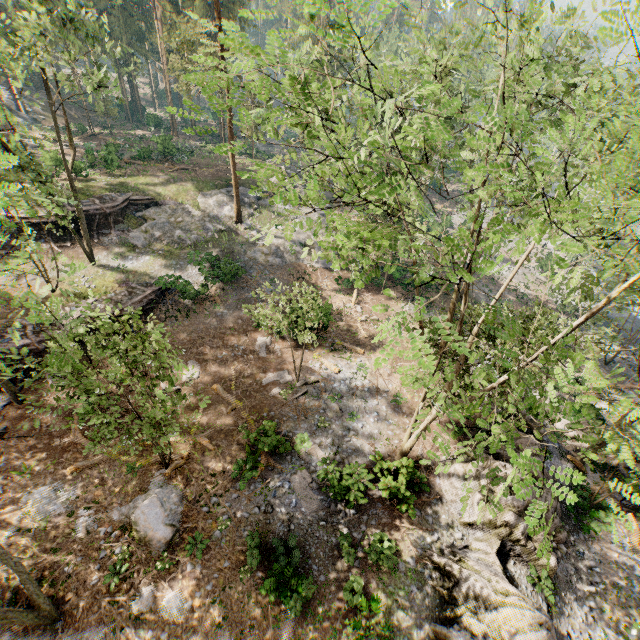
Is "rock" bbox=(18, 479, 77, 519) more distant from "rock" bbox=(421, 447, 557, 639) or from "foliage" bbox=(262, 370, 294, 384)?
"rock" bbox=(421, 447, 557, 639)

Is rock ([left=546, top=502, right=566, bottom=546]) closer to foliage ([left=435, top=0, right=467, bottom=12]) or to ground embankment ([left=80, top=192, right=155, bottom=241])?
foliage ([left=435, top=0, right=467, bottom=12])

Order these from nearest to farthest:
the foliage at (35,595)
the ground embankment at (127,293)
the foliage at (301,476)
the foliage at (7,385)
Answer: the foliage at (7,385) < the foliage at (35,595) < the foliage at (301,476) < the ground embankment at (127,293)

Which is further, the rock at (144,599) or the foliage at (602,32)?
the rock at (144,599)

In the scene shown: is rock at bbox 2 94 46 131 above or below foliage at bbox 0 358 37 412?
above

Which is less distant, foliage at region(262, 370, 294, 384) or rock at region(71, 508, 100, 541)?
rock at region(71, 508, 100, 541)

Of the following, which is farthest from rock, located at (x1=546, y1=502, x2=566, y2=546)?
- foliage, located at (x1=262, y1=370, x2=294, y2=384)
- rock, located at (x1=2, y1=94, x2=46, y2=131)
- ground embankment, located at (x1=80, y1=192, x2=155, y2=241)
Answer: rock, located at (x1=2, y1=94, x2=46, y2=131)

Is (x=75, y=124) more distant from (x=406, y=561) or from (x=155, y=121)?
(x=406, y=561)
